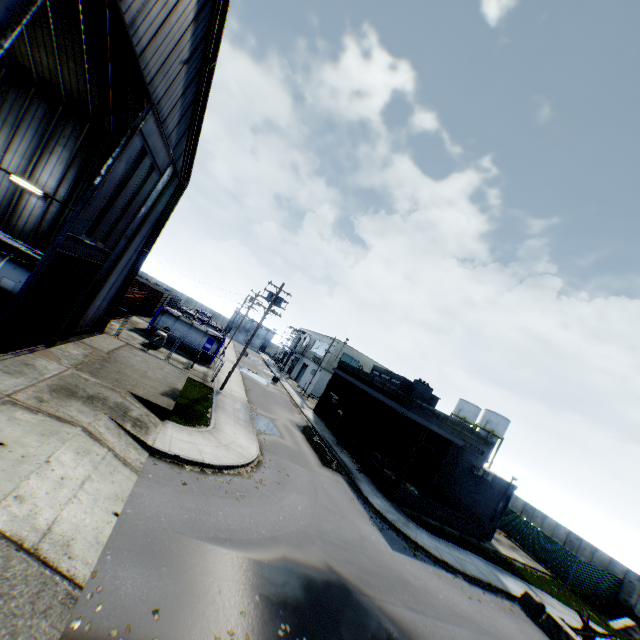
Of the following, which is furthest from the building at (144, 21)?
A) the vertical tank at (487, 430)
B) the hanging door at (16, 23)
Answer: the vertical tank at (487, 430)

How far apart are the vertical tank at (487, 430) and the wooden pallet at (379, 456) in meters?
33.6

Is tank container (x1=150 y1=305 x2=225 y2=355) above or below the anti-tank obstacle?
above

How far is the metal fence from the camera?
26.2 meters

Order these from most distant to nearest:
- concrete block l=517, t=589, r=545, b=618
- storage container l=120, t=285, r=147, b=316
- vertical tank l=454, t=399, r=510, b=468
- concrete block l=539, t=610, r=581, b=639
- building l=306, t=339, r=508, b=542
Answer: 1. vertical tank l=454, t=399, r=510, b=468
2. storage container l=120, t=285, r=147, b=316
3. building l=306, t=339, r=508, b=542
4. concrete block l=517, t=589, r=545, b=618
5. concrete block l=539, t=610, r=581, b=639

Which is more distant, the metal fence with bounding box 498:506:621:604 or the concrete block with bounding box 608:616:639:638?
the metal fence with bounding box 498:506:621:604

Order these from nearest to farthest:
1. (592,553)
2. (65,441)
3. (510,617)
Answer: (65,441) < (510,617) < (592,553)

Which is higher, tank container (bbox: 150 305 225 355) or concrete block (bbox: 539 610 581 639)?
tank container (bbox: 150 305 225 355)
